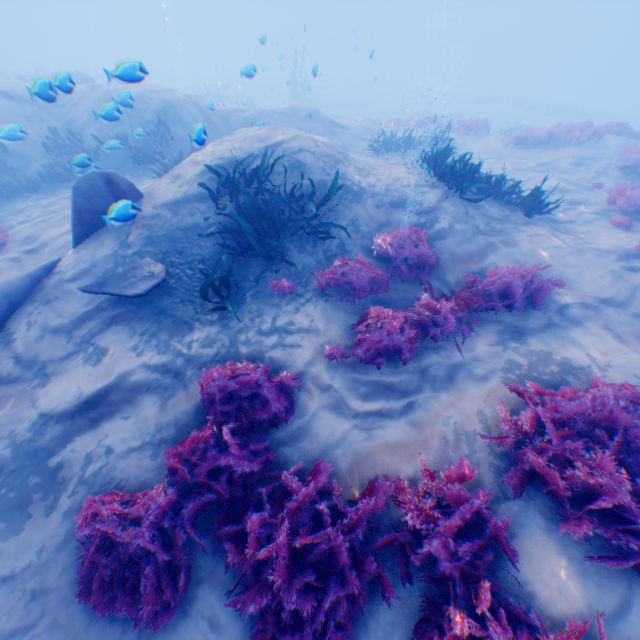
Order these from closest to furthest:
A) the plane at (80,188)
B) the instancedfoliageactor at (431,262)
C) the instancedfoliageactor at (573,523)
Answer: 1. the instancedfoliageactor at (573,523)
2. the instancedfoliageactor at (431,262)
3. the plane at (80,188)

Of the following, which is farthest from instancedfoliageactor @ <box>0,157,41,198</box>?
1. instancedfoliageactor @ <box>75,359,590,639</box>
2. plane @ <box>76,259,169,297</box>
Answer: plane @ <box>76,259,169,297</box>

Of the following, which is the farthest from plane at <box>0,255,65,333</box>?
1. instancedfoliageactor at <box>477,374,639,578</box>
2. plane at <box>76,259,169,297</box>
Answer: instancedfoliageactor at <box>477,374,639,578</box>

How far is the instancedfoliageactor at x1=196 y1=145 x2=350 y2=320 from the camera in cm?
561

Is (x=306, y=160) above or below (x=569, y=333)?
above

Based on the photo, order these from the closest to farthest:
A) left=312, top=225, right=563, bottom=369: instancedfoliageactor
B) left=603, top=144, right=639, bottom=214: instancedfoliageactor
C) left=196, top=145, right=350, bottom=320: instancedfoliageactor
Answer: left=312, top=225, right=563, bottom=369: instancedfoliageactor, left=196, top=145, right=350, bottom=320: instancedfoliageactor, left=603, top=144, right=639, bottom=214: instancedfoliageactor

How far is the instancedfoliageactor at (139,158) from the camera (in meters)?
10.77

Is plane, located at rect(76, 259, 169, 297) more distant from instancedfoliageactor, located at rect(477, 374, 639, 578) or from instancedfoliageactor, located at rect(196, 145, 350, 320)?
instancedfoliageactor, located at rect(477, 374, 639, 578)
